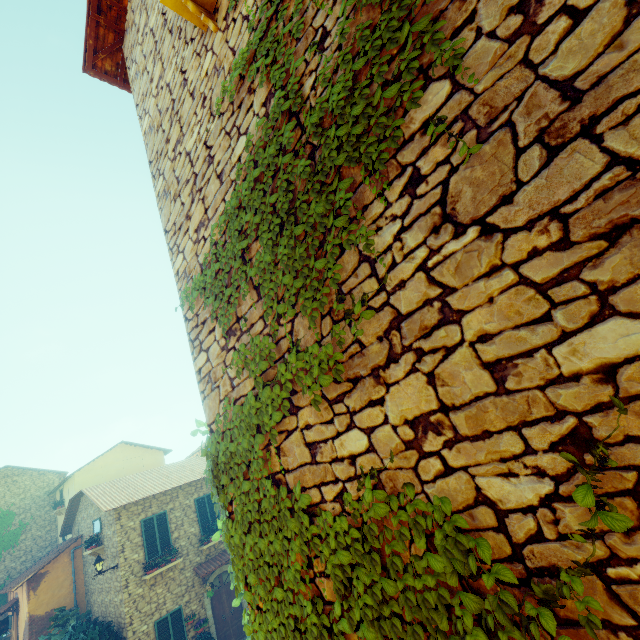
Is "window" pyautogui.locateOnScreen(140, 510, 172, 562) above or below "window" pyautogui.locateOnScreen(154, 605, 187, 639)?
above

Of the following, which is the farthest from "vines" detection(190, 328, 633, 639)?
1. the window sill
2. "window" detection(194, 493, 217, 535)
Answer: "window" detection(194, 493, 217, 535)

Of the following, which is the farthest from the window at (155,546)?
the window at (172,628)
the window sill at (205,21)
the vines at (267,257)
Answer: the window sill at (205,21)

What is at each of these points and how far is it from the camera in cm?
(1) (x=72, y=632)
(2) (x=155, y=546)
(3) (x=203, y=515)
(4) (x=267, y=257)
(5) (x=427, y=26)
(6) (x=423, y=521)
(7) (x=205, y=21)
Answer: (1) flower pot, 1315
(2) window, 1409
(3) window, 1598
(4) vines, 236
(5) vines, 148
(6) vines, 148
(7) window sill, 297

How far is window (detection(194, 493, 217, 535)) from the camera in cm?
1574

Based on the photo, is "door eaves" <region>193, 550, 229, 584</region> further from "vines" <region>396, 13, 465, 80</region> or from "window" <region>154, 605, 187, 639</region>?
"vines" <region>396, 13, 465, 80</region>

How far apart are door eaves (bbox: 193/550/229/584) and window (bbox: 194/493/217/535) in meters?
1.0

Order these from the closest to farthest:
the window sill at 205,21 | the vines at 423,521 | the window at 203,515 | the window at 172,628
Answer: the vines at 423,521 < the window sill at 205,21 < the window at 172,628 < the window at 203,515
